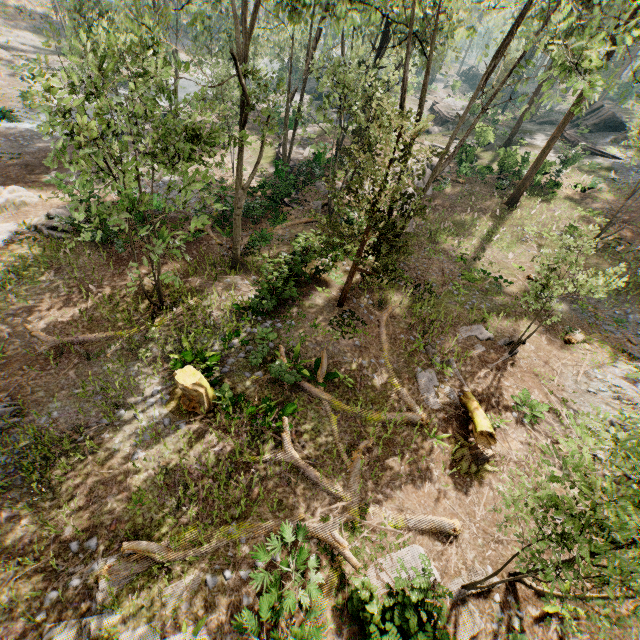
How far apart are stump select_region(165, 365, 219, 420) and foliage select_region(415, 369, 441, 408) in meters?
7.9 m

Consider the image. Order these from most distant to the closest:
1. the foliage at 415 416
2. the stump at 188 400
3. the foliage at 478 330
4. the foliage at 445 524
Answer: the foliage at 478 330 → the foliage at 415 416 → the stump at 188 400 → the foliage at 445 524

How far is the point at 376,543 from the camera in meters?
9.5

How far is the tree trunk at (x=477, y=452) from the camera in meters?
11.3 m

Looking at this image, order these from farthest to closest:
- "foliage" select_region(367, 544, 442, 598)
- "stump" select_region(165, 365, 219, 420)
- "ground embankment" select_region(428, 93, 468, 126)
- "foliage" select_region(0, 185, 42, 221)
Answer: "ground embankment" select_region(428, 93, 468, 126)
"foliage" select_region(0, 185, 42, 221)
"stump" select_region(165, 365, 219, 420)
"foliage" select_region(367, 544, 442, 598)

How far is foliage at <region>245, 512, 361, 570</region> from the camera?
7.66m

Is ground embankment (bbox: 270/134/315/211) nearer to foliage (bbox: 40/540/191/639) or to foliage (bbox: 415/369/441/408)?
foliage (bbox: 40/540/191/639)

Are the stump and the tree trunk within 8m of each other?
no
